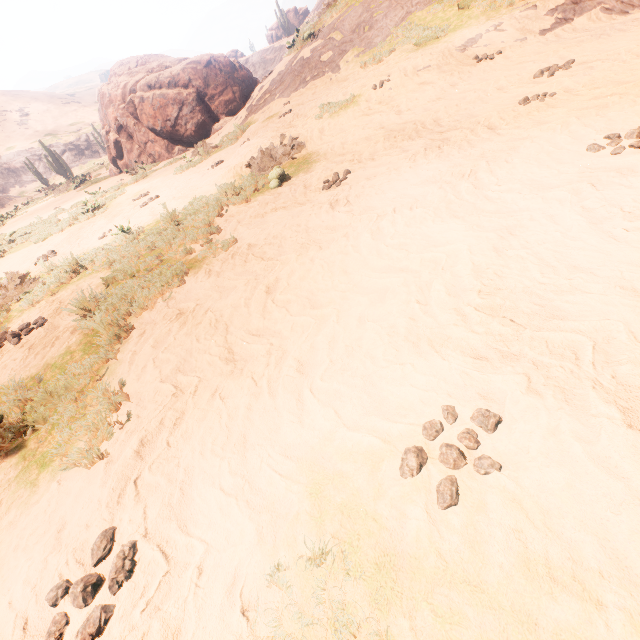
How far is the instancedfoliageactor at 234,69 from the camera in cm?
1537

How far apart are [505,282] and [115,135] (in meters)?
23.13

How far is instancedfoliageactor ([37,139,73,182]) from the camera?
28.5m

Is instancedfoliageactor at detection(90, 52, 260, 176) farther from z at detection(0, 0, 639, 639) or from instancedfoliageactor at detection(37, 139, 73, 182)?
instancedfoliageactor at detection(37, 139, 73, 182)

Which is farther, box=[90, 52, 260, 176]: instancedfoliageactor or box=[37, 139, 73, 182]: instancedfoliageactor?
box=[37, 139, 73, 182]: instancedfoliageactor

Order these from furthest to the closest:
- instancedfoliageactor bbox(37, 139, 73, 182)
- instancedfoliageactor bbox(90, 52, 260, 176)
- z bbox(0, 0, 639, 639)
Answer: instancedfoliageactor bbox(37, 139, 73, 182)
instancedfoliageactor bbox(90, 52, 260, 176)
z bbox(0, 0, 639, 639)

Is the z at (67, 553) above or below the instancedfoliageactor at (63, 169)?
below
